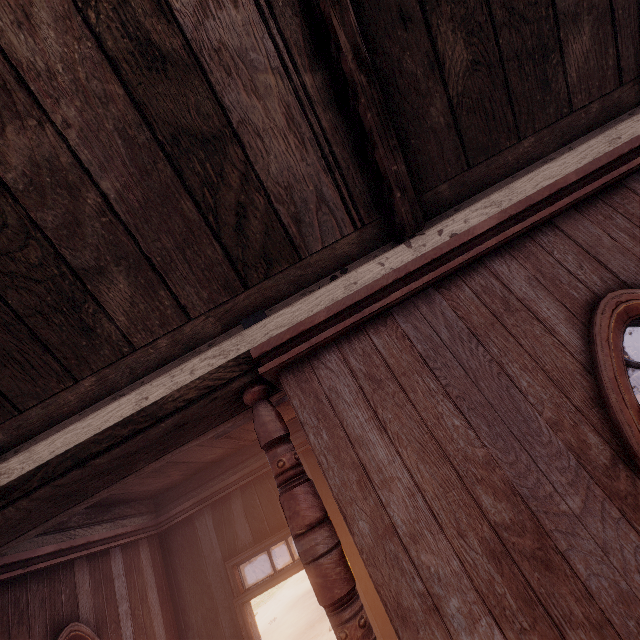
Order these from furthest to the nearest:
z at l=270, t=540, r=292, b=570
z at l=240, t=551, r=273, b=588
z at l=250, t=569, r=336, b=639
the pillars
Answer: z at l=270, t=540, r=292, b=570 < z at l=240, t=551, r=273, b=588 < z at l=250, t=569, r=336, b=639 < the pillars

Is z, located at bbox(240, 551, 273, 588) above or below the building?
below

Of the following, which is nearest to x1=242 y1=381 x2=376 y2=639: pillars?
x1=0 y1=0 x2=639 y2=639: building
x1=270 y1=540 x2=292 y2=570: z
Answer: x1=0 y1=0 x2=639 y2=639: building

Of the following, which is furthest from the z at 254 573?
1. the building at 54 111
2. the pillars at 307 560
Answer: the pillars at 307 560

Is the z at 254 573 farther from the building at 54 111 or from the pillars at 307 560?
the pillars at 307 560

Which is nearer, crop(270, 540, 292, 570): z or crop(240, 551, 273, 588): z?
crop(240, 551, 273, 588): z

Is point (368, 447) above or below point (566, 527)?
above

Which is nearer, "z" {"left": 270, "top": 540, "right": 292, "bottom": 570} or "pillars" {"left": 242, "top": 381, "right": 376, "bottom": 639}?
"pillars" {"left": 242, "top": 381, "right": 376, "bottom": 639}
